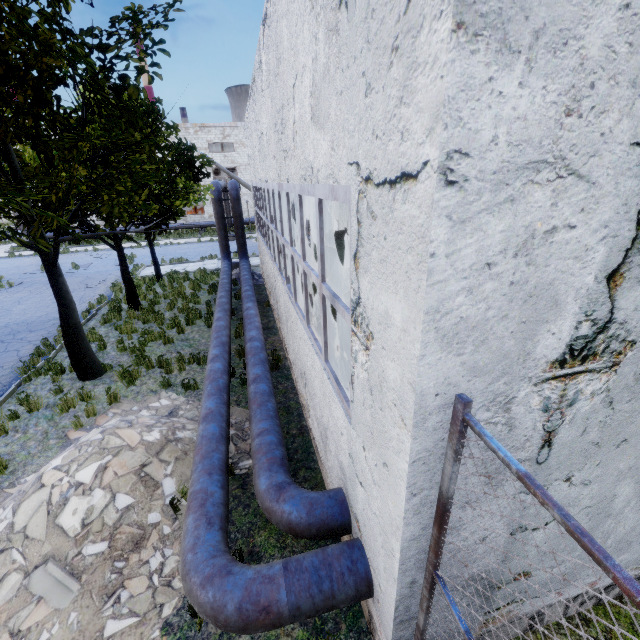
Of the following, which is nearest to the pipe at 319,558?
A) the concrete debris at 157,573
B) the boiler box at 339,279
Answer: the concrete debris at 157,573

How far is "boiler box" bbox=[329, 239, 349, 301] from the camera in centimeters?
713cm

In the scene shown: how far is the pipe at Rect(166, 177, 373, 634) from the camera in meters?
3.4 m

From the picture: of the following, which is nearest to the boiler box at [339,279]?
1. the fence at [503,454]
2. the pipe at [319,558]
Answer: the pipe at [319,558]

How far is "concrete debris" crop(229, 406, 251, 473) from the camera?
6.50m

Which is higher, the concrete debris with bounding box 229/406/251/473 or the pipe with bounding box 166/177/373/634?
the pipe with bounding box 166/177/373/634

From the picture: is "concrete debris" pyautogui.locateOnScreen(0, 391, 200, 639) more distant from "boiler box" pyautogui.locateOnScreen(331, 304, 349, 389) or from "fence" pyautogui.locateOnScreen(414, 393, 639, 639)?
"fence" pyautogui.locateOnScreen(414, 393, 639, 639)

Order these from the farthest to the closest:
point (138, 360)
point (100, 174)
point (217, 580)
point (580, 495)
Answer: point (138, 360) → point (100, 174) → point (217, 580) → point (580, 495)
